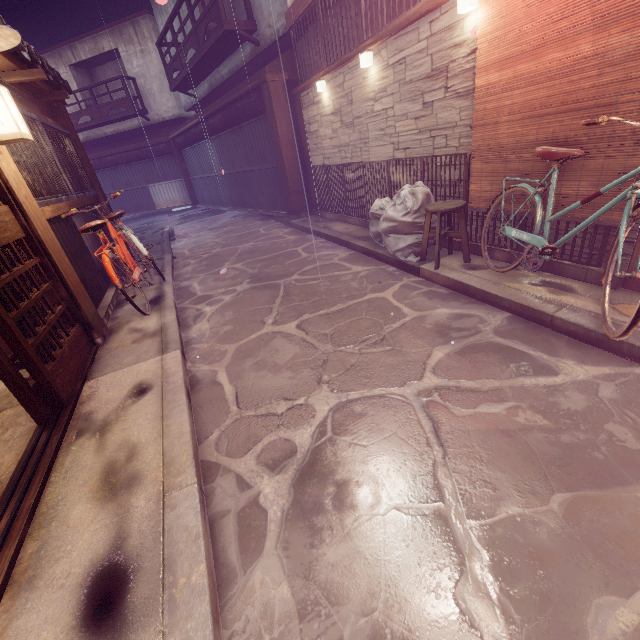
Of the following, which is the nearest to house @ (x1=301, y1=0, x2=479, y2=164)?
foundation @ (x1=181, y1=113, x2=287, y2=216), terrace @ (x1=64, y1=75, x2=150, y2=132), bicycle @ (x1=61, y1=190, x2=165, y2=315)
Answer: foundation @ (x1=181, y1=113, x2=287, y2=216)

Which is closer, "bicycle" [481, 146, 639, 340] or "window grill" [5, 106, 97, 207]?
"bicycle" [481, 146, 639, 340]

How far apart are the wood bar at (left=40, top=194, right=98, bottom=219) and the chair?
8.25m

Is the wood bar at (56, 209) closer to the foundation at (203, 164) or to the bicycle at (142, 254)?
the bicycle at (142, 254)

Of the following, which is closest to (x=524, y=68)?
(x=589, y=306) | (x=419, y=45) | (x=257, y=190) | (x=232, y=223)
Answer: (x=419, y=45)

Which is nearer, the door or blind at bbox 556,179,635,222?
the door

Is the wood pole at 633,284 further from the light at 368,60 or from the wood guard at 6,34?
the wood guard at 6,34

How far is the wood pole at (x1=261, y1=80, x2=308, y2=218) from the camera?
14.3m
